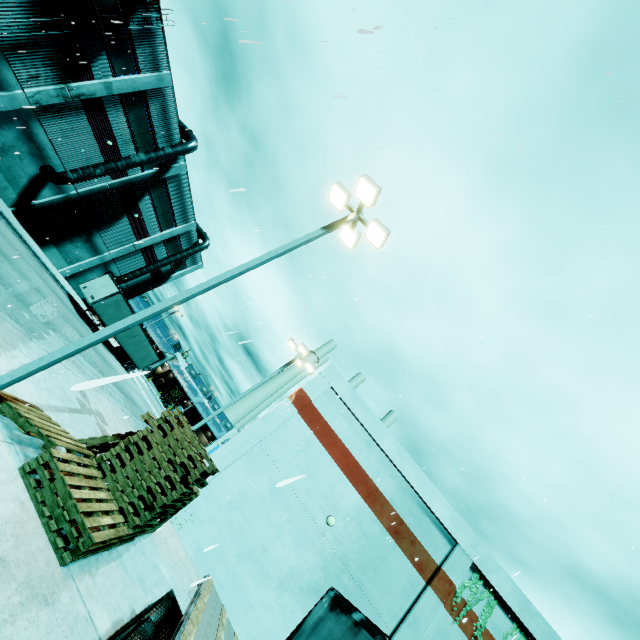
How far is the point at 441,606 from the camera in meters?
14.6 m

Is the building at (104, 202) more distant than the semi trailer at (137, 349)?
No

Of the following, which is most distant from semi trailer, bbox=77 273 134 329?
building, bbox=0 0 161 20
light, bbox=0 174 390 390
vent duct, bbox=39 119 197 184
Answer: light, bbox=0 174 390 390

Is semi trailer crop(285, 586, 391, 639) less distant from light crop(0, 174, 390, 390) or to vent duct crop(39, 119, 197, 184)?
vent duct crop(39, 119, 197, 184)

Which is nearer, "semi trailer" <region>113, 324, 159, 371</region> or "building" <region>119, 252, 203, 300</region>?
"semi trailer" <region>113, 324, 159, 371</region>

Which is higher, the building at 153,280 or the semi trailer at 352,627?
the building at 153,280

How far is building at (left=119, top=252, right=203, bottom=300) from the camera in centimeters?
4078cm

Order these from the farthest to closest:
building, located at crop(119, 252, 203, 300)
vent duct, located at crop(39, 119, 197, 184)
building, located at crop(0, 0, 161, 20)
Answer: building, located at crop(119, 252, 203, 300) < vent duct, located at crop(39, 119, 197, 184) < building, located at crop(0, 0, 161, 20)
